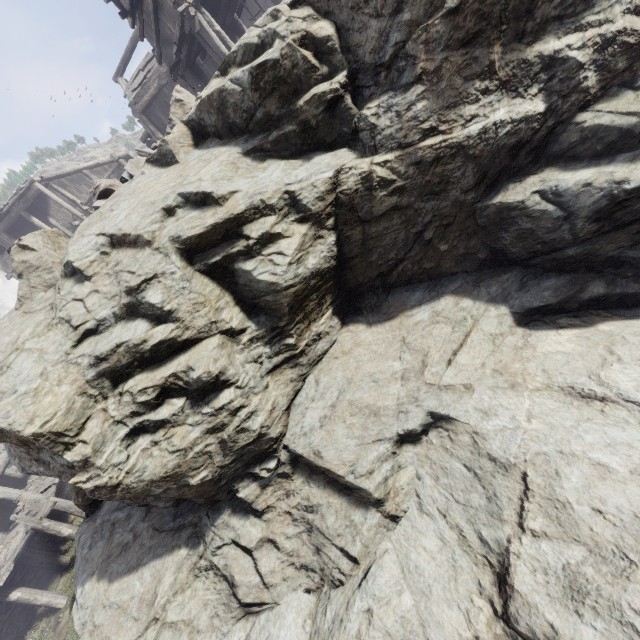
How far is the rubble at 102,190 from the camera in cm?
525

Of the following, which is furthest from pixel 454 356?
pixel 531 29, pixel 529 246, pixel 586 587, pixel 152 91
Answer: pixel 152 91

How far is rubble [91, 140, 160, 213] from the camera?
5.25m

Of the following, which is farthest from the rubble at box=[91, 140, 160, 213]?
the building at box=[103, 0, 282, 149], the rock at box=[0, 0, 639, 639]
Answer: the building at box=[103, 0, 282, 149]

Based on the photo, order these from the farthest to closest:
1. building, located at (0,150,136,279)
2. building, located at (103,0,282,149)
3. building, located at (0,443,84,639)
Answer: building, located at (0,150,136,279)
building, located at (0,443,84,639)
building, located at (103,0,282,149)

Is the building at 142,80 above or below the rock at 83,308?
above

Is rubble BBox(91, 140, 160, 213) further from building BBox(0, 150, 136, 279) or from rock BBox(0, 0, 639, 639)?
building BBox(0, 150, 136, 279)
